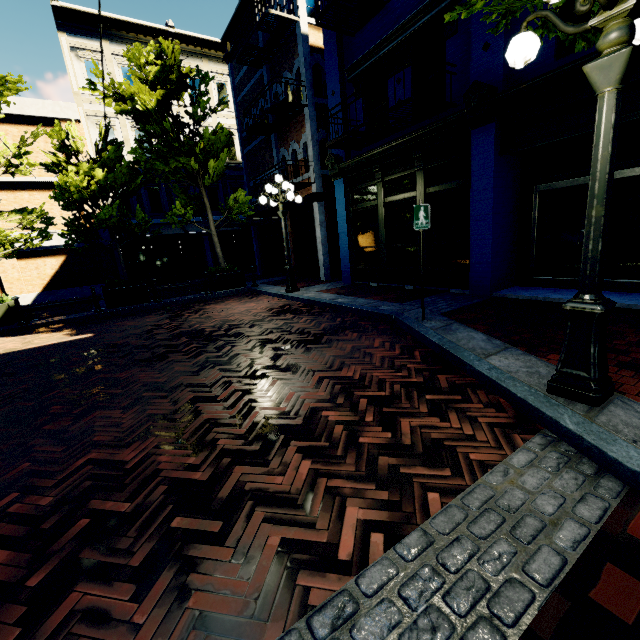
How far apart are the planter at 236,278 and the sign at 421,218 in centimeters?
899cm

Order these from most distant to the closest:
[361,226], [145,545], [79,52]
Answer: [79,52] < [361,226] < [145,545]

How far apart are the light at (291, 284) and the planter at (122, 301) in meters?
4.9 m

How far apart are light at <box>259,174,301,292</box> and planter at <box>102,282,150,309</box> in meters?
4.9

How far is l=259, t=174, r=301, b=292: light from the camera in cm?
973

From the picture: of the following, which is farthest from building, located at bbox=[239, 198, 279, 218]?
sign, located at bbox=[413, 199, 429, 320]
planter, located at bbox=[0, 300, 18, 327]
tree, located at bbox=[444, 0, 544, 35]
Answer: planter, located at bbox=[0, 300, 18, 327]

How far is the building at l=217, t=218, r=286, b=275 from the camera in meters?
16.8 m

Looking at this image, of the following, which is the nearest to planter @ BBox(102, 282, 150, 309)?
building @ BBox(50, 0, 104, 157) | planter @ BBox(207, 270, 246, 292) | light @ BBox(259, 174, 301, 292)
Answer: planter @ BBox(207, 270, 246, 292)
